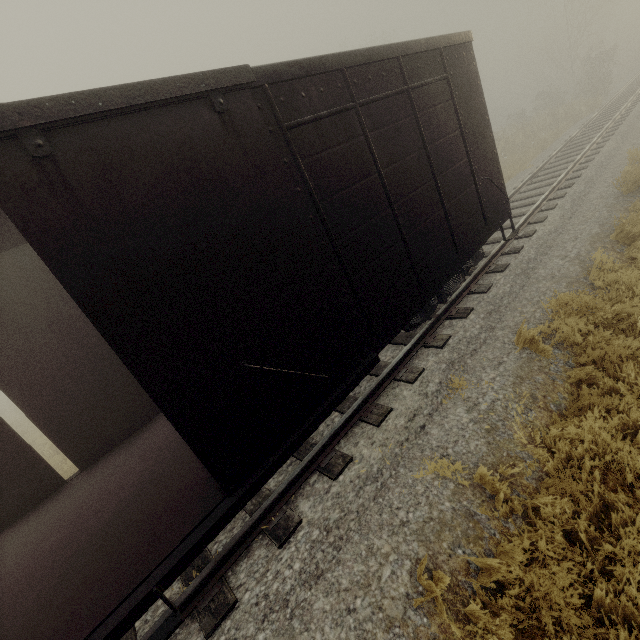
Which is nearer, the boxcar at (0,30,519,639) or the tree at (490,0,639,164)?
the boxcar at (0,30,519,639)

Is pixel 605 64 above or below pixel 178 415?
below

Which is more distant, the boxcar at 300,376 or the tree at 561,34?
the tree at 561,34
